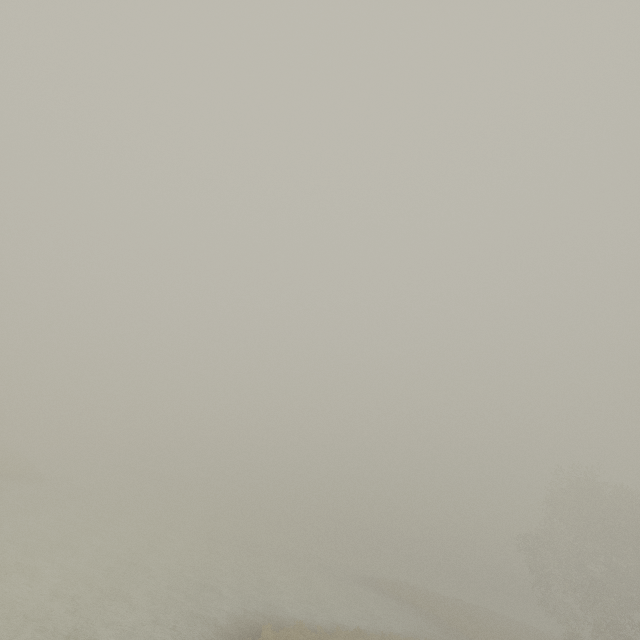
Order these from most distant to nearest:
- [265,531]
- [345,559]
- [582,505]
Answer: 1. [265,531]
2. [345,559]
3. [582,505]
